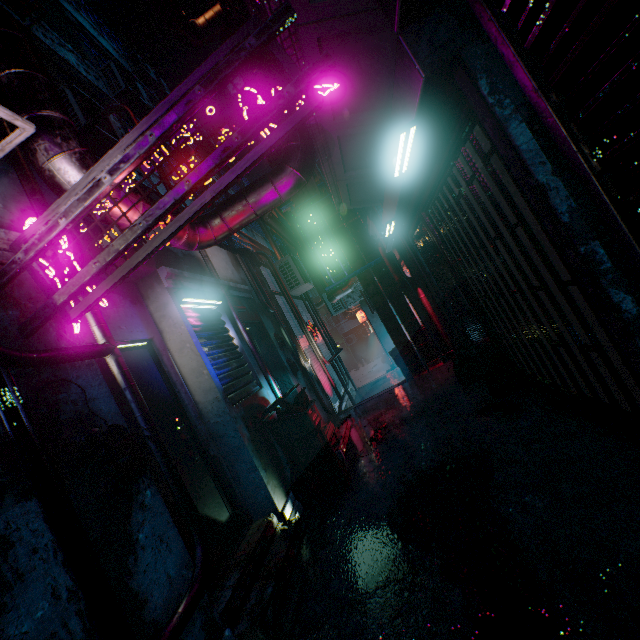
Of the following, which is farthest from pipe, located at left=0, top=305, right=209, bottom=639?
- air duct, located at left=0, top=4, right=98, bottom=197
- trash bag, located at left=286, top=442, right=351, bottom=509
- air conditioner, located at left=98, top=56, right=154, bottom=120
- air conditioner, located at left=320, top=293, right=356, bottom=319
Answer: air conditioner, located at left=320, top=293, right=356, bottom=319

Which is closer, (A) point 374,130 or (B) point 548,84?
(B) point 548,84

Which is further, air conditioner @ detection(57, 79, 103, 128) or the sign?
air conditioner @ detection(57, 79, 103, 128)

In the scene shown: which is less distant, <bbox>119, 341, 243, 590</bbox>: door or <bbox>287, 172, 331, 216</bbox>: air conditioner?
<bbox>119, 341, 243, 590</bbox>: door

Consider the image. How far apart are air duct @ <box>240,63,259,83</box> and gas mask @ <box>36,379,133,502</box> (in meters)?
1.10

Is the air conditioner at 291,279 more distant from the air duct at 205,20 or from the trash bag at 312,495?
the trash bag at 312,495

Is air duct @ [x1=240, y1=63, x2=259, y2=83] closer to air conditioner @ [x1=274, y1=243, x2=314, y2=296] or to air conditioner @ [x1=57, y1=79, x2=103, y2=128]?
air conditioner @ [x1=57, y1=79, x2=103, y2=128]

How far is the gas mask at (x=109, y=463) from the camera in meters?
1.7 m
